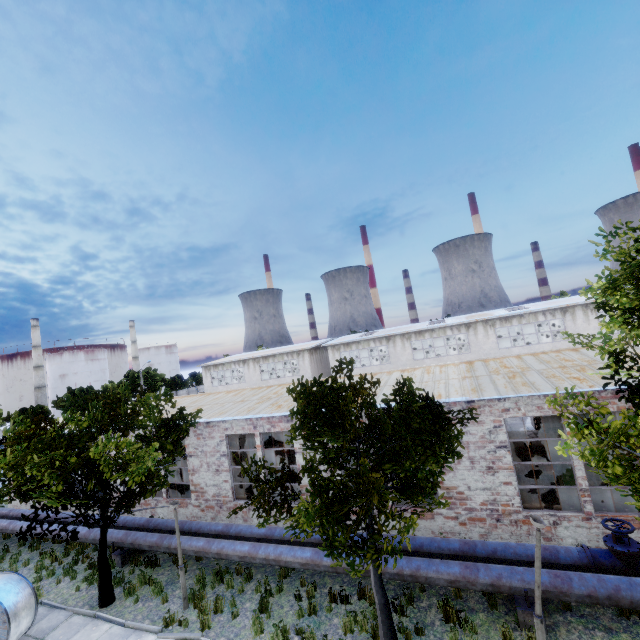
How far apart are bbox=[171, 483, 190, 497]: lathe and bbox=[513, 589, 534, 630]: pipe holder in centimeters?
1492cm

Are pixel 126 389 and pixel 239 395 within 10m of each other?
yes

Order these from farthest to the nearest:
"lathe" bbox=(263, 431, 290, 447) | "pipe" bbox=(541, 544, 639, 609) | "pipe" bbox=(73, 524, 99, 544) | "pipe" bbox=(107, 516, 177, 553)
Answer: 1. "lathe" bbox=(263, 431, 290, 447)
2. "pipe" bbox=(73, 524, 99, 544)
3. "pipe" bbox=(107, 516, 177, 553)
4. "pipe" bbox=(541, 544, 639, 609)

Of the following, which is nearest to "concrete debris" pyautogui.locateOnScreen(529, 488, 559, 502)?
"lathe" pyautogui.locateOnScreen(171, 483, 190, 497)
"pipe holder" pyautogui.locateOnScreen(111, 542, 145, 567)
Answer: "lathe" pyautogui.locateOnScreen(171, 483, 190, 497)

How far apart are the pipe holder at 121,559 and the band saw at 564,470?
16.7 meters

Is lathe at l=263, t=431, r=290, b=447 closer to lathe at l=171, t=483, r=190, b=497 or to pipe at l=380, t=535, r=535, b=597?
lathe at l=171, t=483, r=190, b=497

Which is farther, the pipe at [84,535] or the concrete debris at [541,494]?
the pipe at [84,535]

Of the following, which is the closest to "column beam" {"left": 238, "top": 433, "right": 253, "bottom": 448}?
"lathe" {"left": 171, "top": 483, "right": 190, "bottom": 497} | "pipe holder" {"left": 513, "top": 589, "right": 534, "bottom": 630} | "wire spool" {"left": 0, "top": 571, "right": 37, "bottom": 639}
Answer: "lathe" {"left": 171, "top": 483, "right": 190, "bottom": 497}
